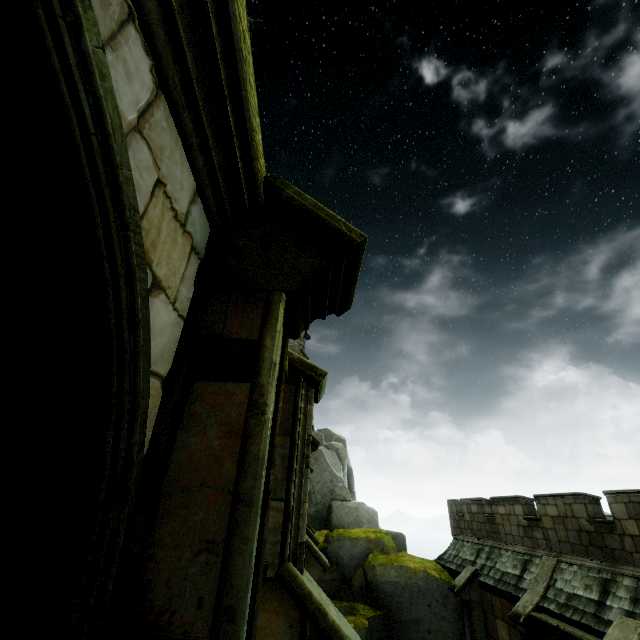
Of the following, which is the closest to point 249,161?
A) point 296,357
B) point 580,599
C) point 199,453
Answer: point 199,453

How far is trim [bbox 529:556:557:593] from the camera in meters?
11.3 m

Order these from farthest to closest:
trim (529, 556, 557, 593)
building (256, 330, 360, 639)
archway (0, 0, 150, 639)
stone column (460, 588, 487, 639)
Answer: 1. stone column (460, 588, 487, 639)
2. trim (529, 556, 557, 593)
3. building (256, 330, 360, 639)
4. archway (0, 0, 150, 639)

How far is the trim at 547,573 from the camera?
11.3 meters

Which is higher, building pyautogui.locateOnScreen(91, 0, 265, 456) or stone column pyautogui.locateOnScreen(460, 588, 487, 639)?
building pyautogui.locateOnScreen(91, 0, 265, 456)

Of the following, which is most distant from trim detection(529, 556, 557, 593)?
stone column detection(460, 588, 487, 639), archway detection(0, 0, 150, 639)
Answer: archway detection(0, 0, 150, 639)

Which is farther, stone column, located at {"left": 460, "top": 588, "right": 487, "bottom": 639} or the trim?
stone column, located at {"left": 460, "top": 588, "right": 487, "bottom": 639}

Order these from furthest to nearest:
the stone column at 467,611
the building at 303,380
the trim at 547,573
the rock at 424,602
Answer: the rock at 424,602, the stone column at 467,611, the trim at 547,573, the building at 303,380
